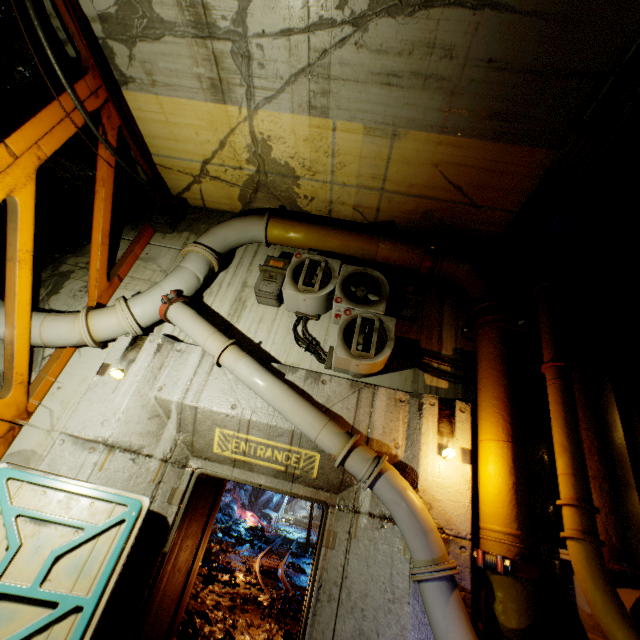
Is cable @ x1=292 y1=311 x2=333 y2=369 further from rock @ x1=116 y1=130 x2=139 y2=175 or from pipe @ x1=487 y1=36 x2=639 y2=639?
rock @ x1=116 y1=130 x2=139 y2=175

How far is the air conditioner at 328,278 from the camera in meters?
4.5 m

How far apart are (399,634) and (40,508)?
3.91m

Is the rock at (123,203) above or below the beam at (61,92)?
above

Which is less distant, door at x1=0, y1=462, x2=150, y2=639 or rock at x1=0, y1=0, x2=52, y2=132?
door at x1=0, y1=462, x2=150, y2=639

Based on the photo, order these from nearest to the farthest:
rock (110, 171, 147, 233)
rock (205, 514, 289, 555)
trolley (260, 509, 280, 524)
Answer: rock (110, 171, 147, 233)
rock (205, 514, 289, 555)
trolley (260, 509, 280, 524)

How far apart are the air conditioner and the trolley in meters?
25.7 m

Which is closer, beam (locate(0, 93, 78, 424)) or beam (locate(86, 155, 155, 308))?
beam (locate(0, 93, 78, 424))
